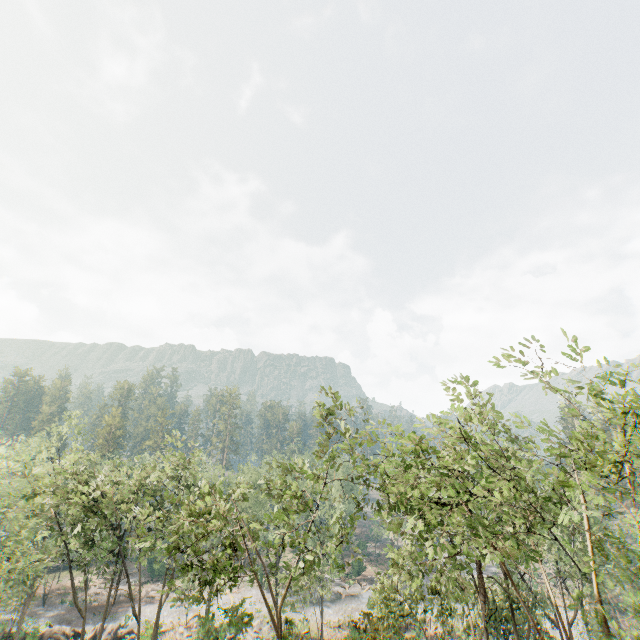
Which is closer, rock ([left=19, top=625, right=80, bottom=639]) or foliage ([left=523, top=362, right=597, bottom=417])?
foliage ([left=523, top=362, right=597, bottom=417])

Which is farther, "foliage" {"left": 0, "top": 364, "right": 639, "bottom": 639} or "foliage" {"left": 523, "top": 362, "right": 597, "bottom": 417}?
"foliage" {"left": 523, "top": 362, "right": 597, "bottom": 417}

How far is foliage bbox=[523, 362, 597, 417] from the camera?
13.8 meters

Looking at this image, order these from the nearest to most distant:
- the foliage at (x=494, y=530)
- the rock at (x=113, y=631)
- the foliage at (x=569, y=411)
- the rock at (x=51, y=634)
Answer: the foliage at (x=494, y=530) → the foliage at (x=569, y=411) → the rock at (x=51, y=634) → the rock at (x=113, y=631)

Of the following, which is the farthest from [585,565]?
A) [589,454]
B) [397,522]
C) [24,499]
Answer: [24,499]

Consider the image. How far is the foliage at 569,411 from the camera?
13.8m

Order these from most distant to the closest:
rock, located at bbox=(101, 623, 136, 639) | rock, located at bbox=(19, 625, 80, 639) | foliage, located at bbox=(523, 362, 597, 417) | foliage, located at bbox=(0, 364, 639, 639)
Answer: rock, located at bbox=(101, 623, 136, 639) → rock, located at bbox=(19, 625, 80, 639) → foliage, located at bbox=(523, 362, 597, 417) → foliage, located at bbox=(0, 364, 639, 639)
